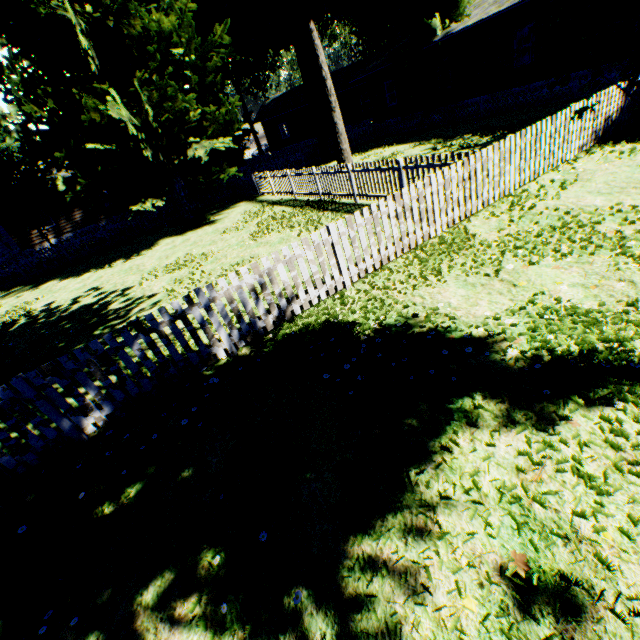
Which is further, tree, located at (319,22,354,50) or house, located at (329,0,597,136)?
tree, located at (319,22,354,50)

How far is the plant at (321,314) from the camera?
4.6m

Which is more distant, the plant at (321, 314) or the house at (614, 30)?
the house at (614, 30)

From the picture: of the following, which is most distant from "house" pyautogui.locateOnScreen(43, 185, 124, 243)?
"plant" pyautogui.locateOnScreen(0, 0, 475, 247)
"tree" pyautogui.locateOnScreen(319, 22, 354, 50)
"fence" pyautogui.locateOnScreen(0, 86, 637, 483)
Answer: "tree" pyautogui.locateOnScreen(319, 22, 354, 50)

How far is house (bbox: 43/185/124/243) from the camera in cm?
2586

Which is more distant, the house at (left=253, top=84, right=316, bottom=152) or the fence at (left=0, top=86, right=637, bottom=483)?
the house at (left=253, top=84, right=316, bottom=152)

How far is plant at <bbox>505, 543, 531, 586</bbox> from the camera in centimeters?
211cm

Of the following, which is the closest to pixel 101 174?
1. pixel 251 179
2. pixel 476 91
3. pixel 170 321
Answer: pixel 251 179
